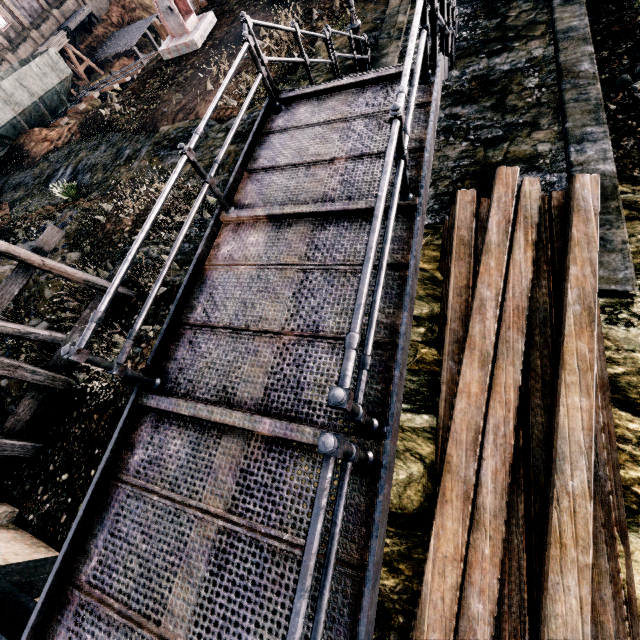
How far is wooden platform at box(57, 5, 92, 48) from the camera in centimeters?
4138cm

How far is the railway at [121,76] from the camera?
24.44m

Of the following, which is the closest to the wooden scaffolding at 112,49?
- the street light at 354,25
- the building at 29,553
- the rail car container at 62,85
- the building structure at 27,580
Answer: the rail car container at 62,85

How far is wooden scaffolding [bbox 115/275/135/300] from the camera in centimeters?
1066cm

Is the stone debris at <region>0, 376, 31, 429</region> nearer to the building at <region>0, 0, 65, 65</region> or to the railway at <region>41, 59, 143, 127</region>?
the railway at <region>41, 59, 143, 127</region>

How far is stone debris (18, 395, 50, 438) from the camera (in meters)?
10.01

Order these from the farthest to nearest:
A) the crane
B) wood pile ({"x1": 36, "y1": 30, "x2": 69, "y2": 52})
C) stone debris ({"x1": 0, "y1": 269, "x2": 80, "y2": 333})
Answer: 1. wood pile ({"x1": 36, "y1": 30, "x2": 69, "y2": 52})
2. the crane
3. stone debris ({"x1": 0, "y1": 269, "x2": 80, "y2": 333})

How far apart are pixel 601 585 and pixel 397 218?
5.2m
